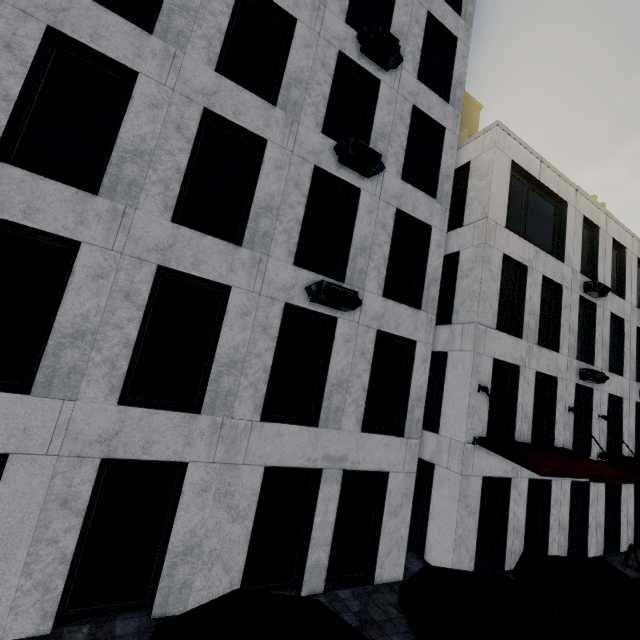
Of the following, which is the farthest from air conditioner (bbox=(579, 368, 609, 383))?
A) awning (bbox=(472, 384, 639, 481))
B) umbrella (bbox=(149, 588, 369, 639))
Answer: umbrella (bbox=(149, 588, 369, 639))

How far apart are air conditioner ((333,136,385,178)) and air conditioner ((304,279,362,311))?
3.5 meters

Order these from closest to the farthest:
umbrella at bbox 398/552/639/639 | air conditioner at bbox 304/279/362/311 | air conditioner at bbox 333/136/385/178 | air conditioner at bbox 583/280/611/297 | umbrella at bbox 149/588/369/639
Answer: umbrella at bbox 149/588/369/639 < umbrella at bbox 398/552/639/639 < air conditioner at bbox 304/279/362/311 < air conditioner at bbox 333/136/385/178 < air conditioner at bbox 583/280/611/297

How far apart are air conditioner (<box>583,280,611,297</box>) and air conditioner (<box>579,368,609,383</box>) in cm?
348

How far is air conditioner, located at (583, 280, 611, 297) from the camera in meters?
14.3

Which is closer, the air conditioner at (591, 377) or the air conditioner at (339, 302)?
the air conditioner at (339, 302)

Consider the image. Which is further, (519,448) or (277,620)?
(519,448)

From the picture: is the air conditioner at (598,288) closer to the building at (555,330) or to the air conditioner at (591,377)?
the building at (555,330)
